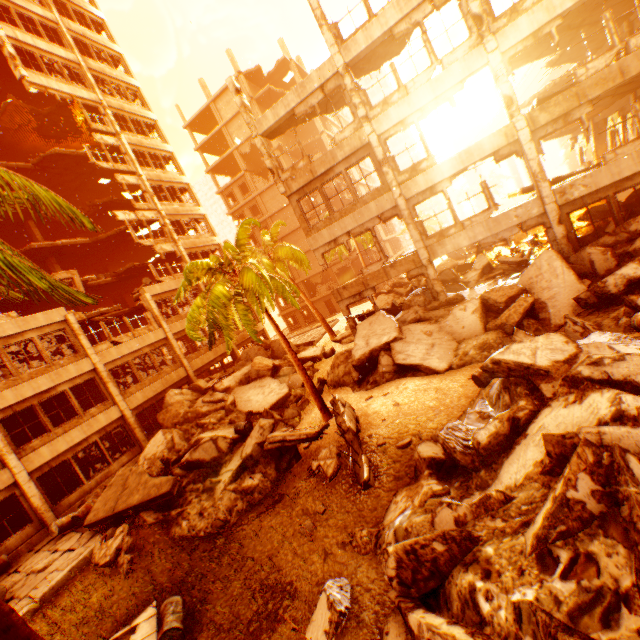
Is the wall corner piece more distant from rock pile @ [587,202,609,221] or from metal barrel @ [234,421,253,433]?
metal barrel @ [234,421,253,433]

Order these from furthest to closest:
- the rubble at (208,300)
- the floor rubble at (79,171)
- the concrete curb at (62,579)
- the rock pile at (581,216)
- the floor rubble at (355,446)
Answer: the floor rubble at (79,171)
the rock pile at (581,216)
the rubble at (208,300)
the concrete curb at (62,579)
the floor rubble at (355,446)

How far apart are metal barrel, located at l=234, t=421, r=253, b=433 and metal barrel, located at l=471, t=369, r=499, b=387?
9.1 meters

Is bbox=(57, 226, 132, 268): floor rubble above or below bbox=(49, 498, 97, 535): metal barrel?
above

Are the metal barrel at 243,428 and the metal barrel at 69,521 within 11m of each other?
yes

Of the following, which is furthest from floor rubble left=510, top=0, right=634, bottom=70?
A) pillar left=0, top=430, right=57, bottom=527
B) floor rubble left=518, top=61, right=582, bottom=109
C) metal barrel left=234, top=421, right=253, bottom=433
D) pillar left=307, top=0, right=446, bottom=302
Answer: metal barrel left=234, top=421, right=253, bottom=433

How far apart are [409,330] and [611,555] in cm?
1099

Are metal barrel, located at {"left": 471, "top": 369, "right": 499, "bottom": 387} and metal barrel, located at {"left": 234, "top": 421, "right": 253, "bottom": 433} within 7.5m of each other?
no
